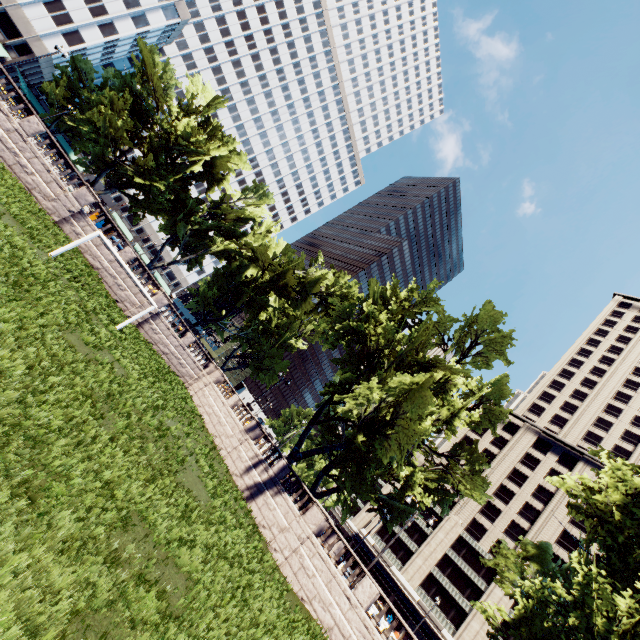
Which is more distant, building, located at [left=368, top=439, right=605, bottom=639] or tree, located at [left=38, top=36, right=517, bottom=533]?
building, located at [left=368, top=439, right=605, bottom=639]

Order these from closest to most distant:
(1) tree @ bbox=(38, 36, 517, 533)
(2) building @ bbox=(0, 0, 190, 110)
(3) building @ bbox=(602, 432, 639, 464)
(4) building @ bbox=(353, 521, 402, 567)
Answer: (1) tree @ bbox=(38, 36, 517, 533)
(2) building @ bbox=(0, 0, 190, 110)
(4) building @ bbox=(353, 521, 402, 567)
(3) building @ bbox=(602, 432, 639, 464)

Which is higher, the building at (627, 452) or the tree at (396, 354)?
the building at (627, 452)

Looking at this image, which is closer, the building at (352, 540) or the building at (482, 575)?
the building at (482, 575)

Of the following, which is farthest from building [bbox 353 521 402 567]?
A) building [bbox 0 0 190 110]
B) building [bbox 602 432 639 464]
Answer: building [bbox 0 0 190 110]

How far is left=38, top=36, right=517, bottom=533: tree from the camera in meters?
26.8 m

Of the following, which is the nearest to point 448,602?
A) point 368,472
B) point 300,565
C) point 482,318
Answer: point 368,472

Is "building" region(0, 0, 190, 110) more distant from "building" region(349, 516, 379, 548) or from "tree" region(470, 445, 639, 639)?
"building" region(349, 516, 379, 548)
